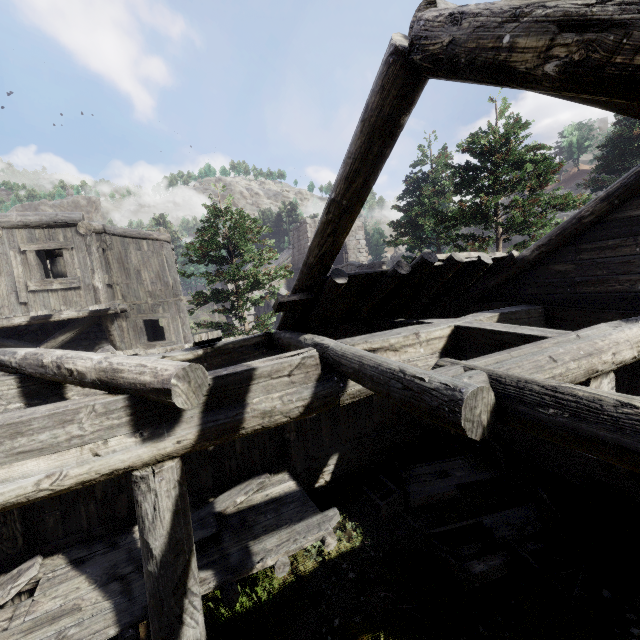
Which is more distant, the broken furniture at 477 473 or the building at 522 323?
Answer: the broken furniture at 477 473

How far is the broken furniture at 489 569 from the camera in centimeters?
502cm

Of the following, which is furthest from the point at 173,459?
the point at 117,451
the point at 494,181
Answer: the point at 494,181

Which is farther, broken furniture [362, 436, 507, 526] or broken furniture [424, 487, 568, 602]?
broken furniture [362, 436, 507, 526]

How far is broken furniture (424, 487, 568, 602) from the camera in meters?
5.0 m

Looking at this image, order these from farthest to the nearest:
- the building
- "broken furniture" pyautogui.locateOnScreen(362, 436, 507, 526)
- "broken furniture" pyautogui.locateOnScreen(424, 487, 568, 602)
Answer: "broken furniture" pyautogui.locateOnScreen(362, 436, 507, 526) < "broken furniture" pyautogui.locateOnScreen(424, 487, 568, 602) < the building

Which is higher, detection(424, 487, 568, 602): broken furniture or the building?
the building

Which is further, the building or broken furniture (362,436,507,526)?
broken furniture (362,436,507,526)
